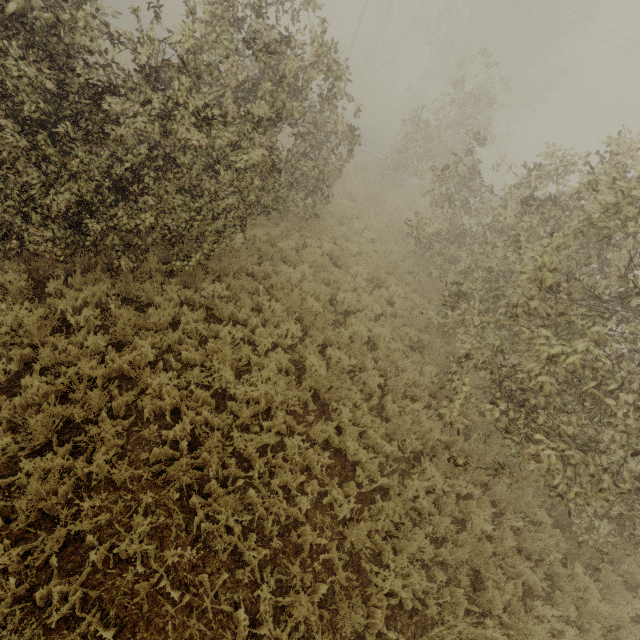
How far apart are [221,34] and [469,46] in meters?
29.1
